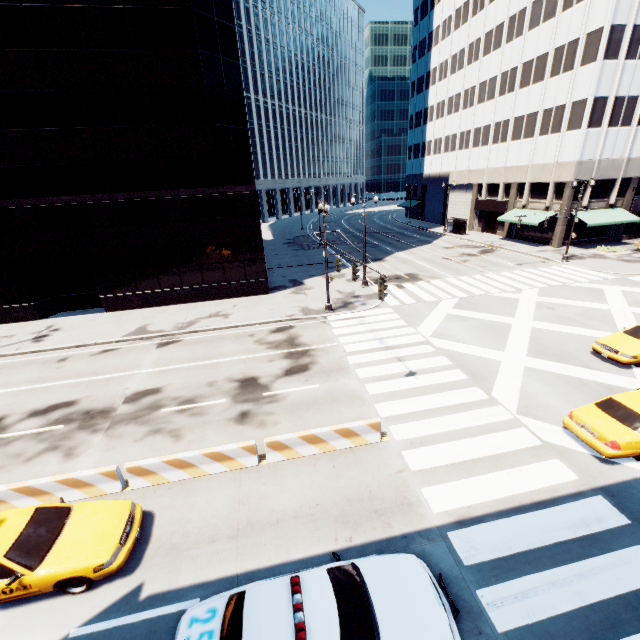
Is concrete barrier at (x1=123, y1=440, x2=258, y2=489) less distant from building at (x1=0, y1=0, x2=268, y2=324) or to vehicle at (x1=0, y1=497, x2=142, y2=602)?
vehicle at (x1=0, y1=497, x2=142, y2=602)

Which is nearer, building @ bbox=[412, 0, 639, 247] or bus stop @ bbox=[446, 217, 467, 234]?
building @ bbox=[412, 0, 639, 247]

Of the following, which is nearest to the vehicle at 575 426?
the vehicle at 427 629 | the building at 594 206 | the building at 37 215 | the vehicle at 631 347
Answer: the vehicle at 631 347

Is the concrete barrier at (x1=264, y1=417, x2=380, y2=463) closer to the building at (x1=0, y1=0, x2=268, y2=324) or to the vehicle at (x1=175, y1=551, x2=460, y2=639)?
the vehicle at (x1=175, y1=551, x2=460, y2=639)

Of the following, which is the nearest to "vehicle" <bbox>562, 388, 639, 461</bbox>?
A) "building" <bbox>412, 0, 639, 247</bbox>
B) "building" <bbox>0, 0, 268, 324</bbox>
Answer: "building" <bbox>0, 0, 268, 324</bbox>

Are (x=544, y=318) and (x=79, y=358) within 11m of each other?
no

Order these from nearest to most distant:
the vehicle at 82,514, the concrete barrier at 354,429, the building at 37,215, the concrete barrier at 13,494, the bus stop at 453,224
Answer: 1. the vehicle at 82,514
2. the concrete barrier at 13,494
3. the concrete barrier at 354,429
4. the building at 37,215
5. the bus stop at 453,224

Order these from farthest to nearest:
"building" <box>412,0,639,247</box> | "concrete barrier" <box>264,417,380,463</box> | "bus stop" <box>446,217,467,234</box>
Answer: "bus stop" <box>446,217,467,234</box>
"building" <box>412,0,639,247</box>
"concrete barrier" <box>264,417,380,463</box>
